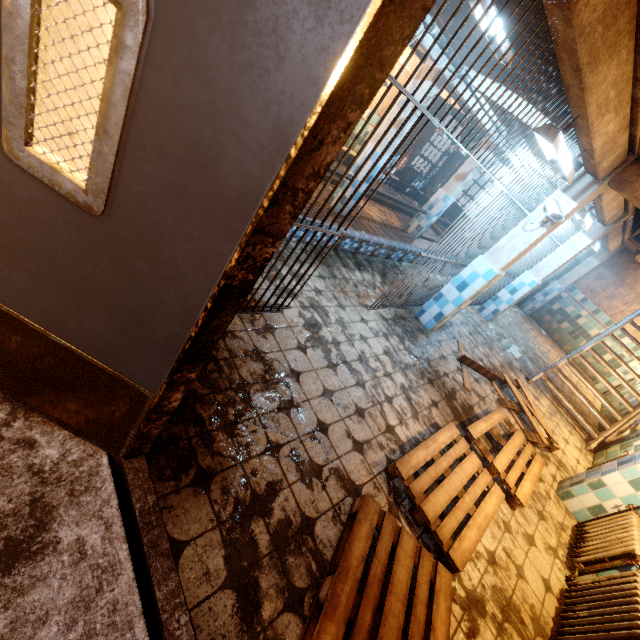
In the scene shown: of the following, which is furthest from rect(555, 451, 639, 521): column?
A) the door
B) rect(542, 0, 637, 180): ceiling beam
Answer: the door

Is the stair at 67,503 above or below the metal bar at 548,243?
below

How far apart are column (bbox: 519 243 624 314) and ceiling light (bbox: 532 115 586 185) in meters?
8.1 m

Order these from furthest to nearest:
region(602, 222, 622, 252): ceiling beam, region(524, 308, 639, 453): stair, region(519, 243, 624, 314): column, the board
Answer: region(519, 243, 624, 314): column < region(602, 222, 622, 252): ceiling beam < region(524, 308, 639, 453): stair < the board

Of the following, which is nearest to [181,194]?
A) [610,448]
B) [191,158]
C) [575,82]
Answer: [191,158]

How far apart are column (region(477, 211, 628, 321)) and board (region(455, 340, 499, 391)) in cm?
233

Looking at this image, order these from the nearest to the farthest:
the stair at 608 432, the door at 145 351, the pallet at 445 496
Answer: the door at 145 351 < the pallet at 445 496 < the stair at 608 432

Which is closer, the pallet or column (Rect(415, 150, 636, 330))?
the pallet
